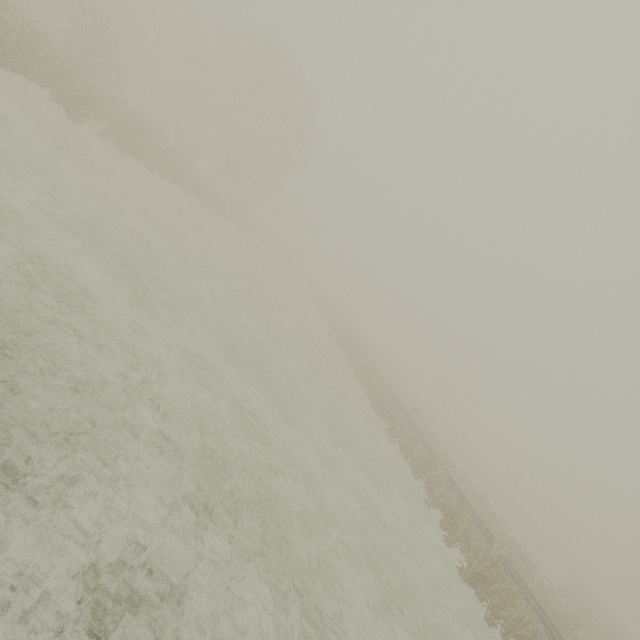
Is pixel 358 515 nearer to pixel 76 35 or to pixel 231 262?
pixel 231 262
